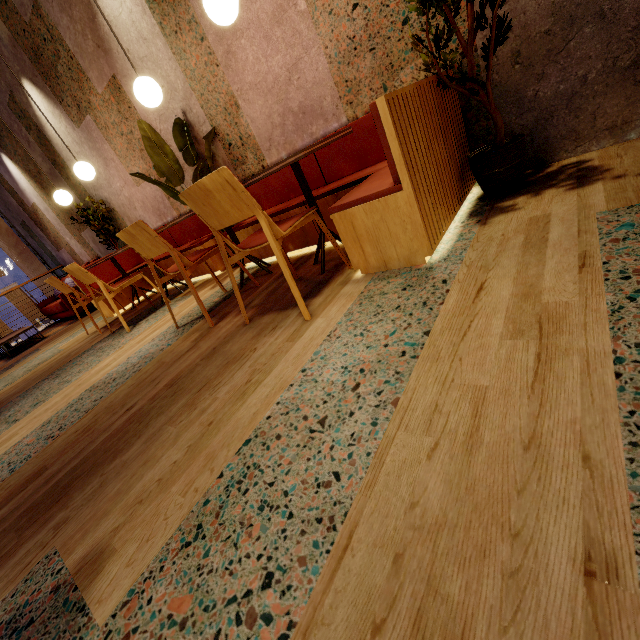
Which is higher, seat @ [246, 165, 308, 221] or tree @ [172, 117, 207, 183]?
tree @ [172, 117, 207, 183]

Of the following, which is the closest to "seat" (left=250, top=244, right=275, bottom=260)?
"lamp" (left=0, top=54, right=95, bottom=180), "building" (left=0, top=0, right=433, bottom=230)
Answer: "building" (left=0, top=0, right=433, bottom=230)

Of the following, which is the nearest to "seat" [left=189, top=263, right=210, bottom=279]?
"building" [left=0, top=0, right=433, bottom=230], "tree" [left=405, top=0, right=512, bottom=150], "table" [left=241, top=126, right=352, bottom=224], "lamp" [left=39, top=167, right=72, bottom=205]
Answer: "building" [left=0, top=0, right=433, bottom=230]

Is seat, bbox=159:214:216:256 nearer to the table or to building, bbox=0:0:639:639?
building, bbox=0:0:639:639

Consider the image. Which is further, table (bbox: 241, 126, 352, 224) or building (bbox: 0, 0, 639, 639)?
table (bbox: 241, 126, 352, 224)

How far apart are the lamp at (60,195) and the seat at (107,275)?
1.02m

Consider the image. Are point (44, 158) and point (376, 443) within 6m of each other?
no

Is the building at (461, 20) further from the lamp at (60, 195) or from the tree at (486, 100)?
the lamp at (60, 195)
